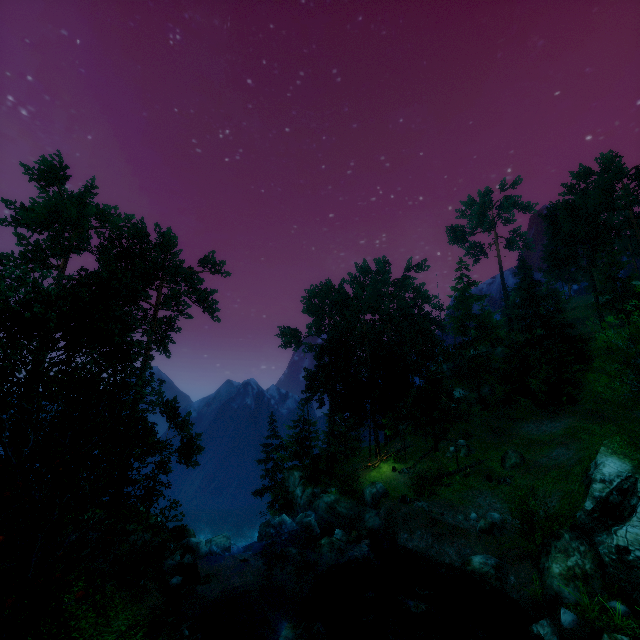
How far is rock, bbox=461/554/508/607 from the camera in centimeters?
1520cm

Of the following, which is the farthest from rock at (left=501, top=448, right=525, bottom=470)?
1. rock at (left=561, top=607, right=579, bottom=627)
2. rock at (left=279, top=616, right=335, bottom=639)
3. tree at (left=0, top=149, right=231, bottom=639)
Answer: rock at (left=279, top=616, right=335, bottom=639)

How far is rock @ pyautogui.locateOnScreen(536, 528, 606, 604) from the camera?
13.07m

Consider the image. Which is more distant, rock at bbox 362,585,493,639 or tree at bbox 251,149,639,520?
tree at bbox 251,149,639,520

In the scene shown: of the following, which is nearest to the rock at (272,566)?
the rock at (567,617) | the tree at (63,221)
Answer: the tree at (63,221)

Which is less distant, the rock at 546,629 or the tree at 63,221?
the tree at 63,221

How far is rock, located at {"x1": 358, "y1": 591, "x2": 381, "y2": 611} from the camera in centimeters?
1599cm

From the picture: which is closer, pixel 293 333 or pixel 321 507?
pixel 321 507
